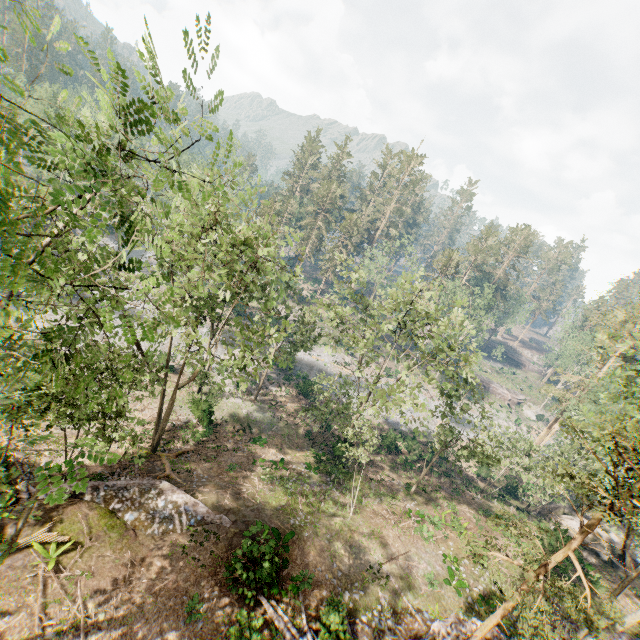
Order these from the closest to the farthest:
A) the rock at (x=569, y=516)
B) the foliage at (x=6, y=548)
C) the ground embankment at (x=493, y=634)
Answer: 1. the foliage at (x=6, y=548)
2. the ground embankment at (x=493, y=634)
3. the rock at (x=569, y=516)

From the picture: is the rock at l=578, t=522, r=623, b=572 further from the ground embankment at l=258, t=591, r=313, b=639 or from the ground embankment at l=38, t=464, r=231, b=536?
the ground embankment at l=38, t=464, r=231, b=536

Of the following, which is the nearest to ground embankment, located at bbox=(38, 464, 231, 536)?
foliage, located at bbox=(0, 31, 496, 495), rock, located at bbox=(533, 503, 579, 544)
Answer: foliage, located at bbox=(0, 31, 496, 495)

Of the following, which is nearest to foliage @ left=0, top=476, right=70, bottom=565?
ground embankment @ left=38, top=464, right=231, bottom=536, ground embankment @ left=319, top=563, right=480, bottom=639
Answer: ground embankment @ left=38, top=464, right=231, bottom=536

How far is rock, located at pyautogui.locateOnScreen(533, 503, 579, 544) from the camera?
25.2m

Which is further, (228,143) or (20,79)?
(20,79)

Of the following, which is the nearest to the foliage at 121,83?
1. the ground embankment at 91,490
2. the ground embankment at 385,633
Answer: the ground embankment at 91,490
